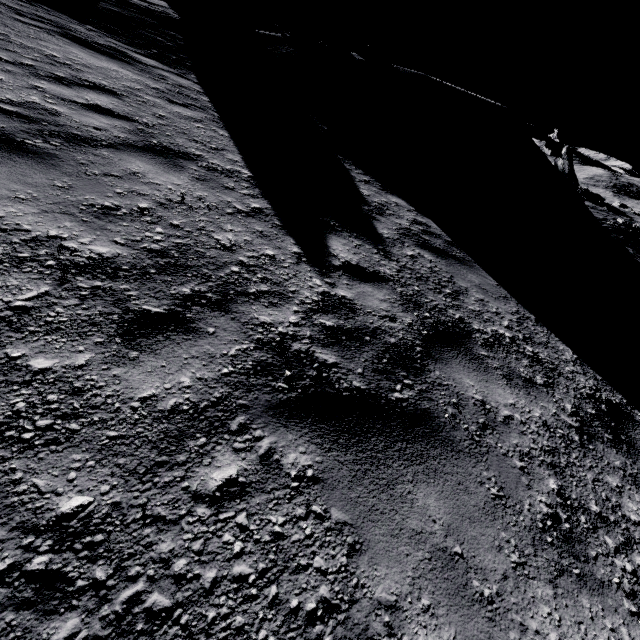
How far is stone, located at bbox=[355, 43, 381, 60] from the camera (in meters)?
14.47

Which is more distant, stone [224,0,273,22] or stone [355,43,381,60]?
stone [224,0,273,22]

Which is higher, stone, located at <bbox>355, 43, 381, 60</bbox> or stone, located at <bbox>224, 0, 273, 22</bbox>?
stone, located at <bbox>224, 0, 273, 22</bbox>

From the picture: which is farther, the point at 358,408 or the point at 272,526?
the point at 358,408

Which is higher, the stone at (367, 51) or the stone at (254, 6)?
the stone at (254, 6)

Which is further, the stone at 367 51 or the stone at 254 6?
the stone at 254 6
